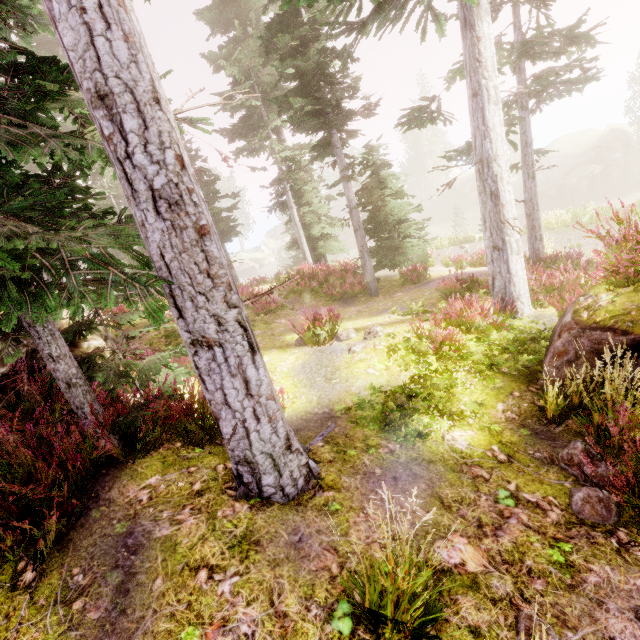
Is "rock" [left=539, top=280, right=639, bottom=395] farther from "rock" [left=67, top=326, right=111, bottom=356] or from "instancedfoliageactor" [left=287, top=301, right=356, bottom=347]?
"rock" [left=67, top=326, right=111, bottom=356]

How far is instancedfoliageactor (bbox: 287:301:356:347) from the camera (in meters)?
8.40

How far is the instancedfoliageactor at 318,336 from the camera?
8.4 meters

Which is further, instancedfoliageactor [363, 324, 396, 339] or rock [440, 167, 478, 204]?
rock [440, 167, 478, 204]

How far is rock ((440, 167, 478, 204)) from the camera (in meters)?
53.16

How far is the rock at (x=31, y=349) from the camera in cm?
465

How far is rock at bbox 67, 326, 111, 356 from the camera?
5.7m

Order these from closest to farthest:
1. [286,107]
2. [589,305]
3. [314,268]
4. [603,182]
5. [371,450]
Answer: [371,450] < [589,305] < [286,107] < [314,268] < [603,182]
